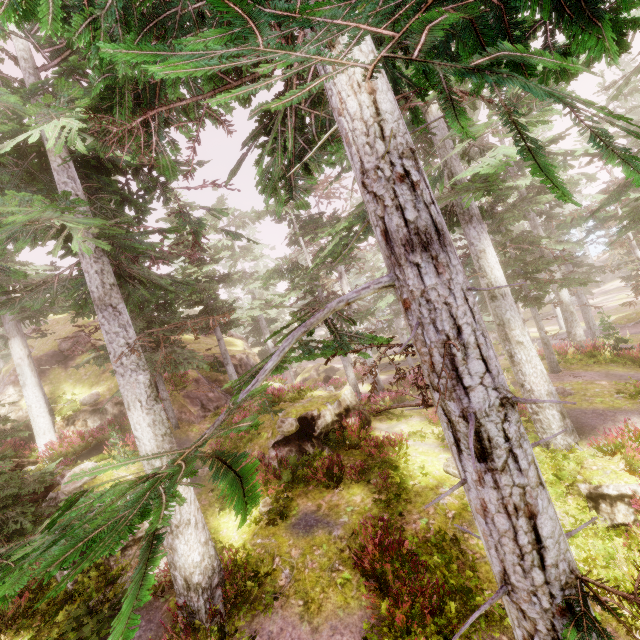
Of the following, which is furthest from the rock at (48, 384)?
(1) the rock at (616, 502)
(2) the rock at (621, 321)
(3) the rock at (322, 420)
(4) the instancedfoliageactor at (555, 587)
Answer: (2) the rock at (621, 321)

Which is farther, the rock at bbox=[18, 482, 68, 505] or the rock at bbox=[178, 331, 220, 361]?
the rock at bbox=[178, 331, 220, 361]

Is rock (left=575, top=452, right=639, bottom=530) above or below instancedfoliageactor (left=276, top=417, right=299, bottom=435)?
below

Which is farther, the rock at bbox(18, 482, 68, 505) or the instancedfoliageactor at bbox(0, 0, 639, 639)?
the rock at bbox(18, 482, 68, 505)

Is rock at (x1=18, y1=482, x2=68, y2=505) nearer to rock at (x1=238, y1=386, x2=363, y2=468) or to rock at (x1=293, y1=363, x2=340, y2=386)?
rock at (x1=238, y1=386, x2=363, y2=468)

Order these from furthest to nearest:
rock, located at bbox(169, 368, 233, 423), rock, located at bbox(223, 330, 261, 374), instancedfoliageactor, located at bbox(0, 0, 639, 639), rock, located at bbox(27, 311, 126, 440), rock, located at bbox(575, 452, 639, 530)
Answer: rock, located at bbox(223, 330, 261, 374) < rock, located at bbox(169, 368, 233, 423) < rock, located at bbox(27, 311, 126, 440) < rock, located at bbox(575, 452, 639, 530) < instancedfoliageactor, located at bbox(0, 0, 639, 639)

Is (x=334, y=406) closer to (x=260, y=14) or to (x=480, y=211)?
(x=480, y=211)

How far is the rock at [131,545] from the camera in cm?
855
